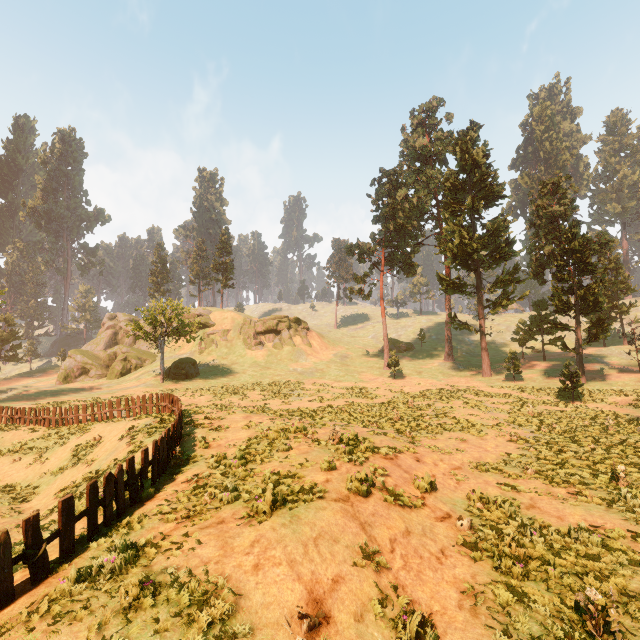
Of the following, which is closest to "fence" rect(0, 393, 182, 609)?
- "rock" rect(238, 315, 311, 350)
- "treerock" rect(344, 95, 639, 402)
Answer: "treerock" rect(344, 95, 639, 402)

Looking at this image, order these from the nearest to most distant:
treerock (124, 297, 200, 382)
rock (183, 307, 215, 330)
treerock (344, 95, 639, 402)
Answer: treerock (344, 95, 639, 402)
treerock (124, 297, 200, 382)
rock (183, 307, 215, 330)

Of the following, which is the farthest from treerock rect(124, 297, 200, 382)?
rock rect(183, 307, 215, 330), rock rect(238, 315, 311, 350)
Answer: rock rect(238, 315, 311, 350)

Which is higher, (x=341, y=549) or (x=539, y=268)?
(x=539, y=268)

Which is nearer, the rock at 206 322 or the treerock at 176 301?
the treerock at 176 301

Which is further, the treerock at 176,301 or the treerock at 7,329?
the treerock at 7,329

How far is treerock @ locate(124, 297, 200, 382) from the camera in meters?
37.0 m
